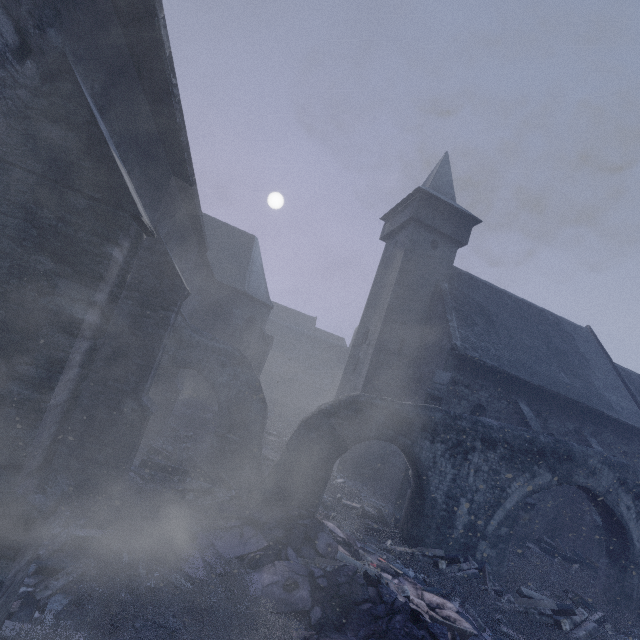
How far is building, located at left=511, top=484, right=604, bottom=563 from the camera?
13.1m

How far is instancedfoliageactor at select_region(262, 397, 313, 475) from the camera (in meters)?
14.41

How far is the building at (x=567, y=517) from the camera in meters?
13.1

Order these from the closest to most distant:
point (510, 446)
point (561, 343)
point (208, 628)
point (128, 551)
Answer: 1. point (208, 628)
2. point (128, 551)
3. point (510, 446)
4. point (561, 343)

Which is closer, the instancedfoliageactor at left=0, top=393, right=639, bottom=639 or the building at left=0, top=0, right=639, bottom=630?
the building at left=0, top=0, right=639, bottom=630

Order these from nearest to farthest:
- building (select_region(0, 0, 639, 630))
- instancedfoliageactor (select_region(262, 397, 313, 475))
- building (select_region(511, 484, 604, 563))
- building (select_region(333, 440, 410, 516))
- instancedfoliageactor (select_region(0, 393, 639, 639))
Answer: building (select_region(0, 0, 639, 630)), instancedfoliageactor (select_region(0, 393, 639, 639)), building (select_region(333, 440, 410, 516)), building (select_region(511, 484, 604, 563)), instancedfoliageactor (select_region(262, 397, 313, 475))
